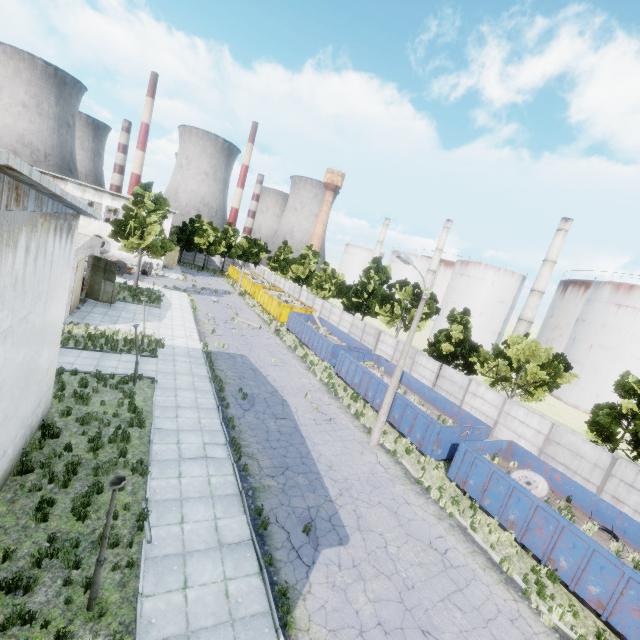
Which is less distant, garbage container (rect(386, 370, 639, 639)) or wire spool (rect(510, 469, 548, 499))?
garbage container (rect(386, 370, 639, 639))

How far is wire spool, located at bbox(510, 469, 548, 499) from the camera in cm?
1455

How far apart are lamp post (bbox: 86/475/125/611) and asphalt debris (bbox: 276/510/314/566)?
5.1 meters

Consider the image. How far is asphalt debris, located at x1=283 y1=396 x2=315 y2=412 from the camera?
19.7 meters

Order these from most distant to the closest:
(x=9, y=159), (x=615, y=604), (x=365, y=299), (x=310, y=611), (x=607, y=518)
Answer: (x=365, y=299) → (x=607, y=518) → (x=615, y=604) → (x=310, y=611) → (x=9, y=159)

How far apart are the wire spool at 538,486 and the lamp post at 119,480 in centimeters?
1625cm

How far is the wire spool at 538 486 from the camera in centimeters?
1455cm

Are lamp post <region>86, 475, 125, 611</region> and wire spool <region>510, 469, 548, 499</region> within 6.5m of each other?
no
